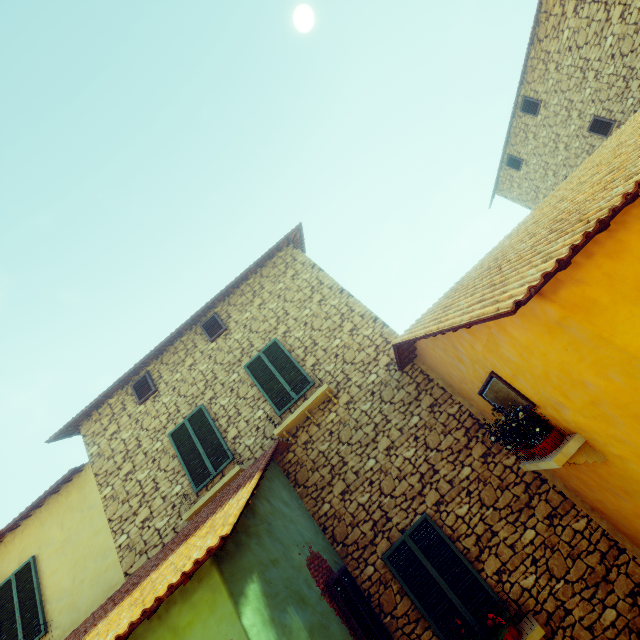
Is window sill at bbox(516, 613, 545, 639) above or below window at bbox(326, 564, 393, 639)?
below

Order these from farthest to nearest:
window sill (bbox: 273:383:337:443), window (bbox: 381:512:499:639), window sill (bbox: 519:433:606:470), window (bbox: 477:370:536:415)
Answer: window sill (bbox: 273:383:337:443) → window (bbox: 381:512:499:639) → window (bbox: 477:370:536:415) → window sill (bbox: 519:433:606:470)

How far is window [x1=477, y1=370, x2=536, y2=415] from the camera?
4.27m

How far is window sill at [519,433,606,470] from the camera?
3.74m

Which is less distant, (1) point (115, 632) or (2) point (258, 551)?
(1) point (115, 632)

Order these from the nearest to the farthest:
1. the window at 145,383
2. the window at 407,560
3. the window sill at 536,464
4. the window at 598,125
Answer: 1. the window sill at 536,464
2. the window at 407,560
3. the window at 145,383
4. the window at 598,125

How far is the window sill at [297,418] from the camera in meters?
6.8 m

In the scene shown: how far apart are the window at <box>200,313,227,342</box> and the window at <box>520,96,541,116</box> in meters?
13.7 m
